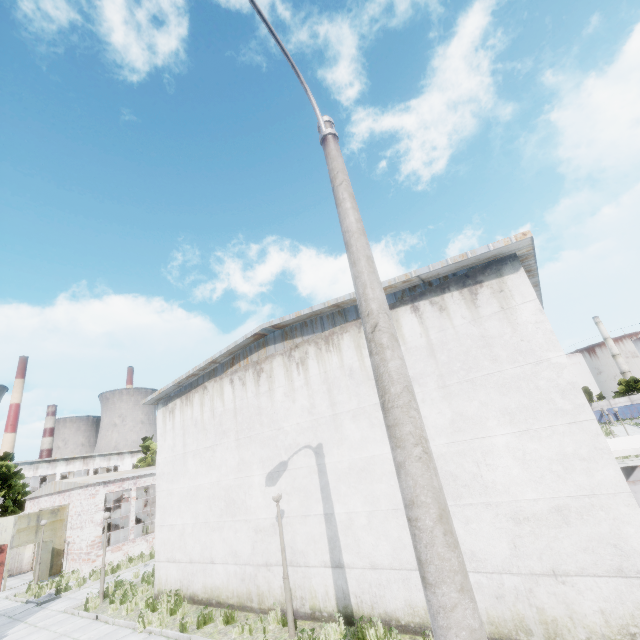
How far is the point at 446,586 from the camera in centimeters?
262cm

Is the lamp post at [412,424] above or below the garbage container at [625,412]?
above

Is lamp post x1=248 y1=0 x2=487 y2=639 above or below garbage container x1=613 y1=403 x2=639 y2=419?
above

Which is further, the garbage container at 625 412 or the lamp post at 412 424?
the garbage container at 625 412

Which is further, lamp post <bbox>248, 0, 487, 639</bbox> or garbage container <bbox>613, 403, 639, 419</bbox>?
garbage container <bbox>613, 403, 639, 419</bbox>
